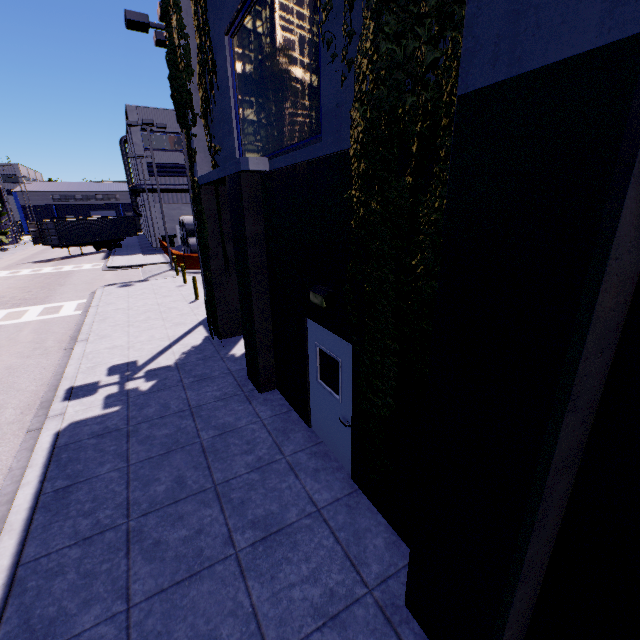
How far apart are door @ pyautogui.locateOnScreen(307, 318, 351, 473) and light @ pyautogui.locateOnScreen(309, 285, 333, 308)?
0.37m

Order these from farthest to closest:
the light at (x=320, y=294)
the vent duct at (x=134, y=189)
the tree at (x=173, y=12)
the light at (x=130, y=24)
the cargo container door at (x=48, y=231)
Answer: the vent duct at (x=134, y=189) → the cargo container door at (x=48, y=231) → the light at (x=130, y=24) → the tree at (x=173, y=12) → the light at (x=320, y=294)

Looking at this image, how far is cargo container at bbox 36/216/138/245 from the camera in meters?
32.2

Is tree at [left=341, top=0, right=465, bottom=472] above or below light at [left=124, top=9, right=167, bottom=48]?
below

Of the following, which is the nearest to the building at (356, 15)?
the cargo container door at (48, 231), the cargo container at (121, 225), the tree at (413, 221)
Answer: the tree at (413, 221)

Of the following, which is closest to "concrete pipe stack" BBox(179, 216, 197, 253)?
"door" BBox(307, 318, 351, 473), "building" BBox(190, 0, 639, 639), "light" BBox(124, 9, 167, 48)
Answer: "building" BBox(190, 0, 639, 639)

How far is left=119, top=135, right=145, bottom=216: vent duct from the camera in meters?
36.0

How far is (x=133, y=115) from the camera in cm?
3481
